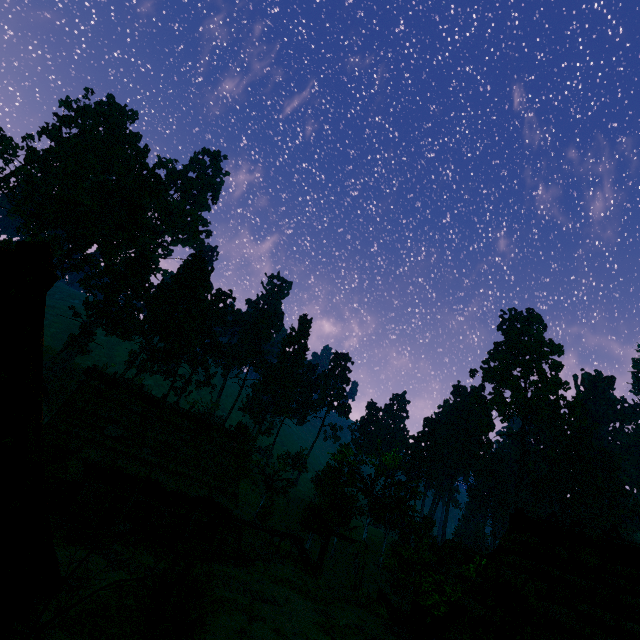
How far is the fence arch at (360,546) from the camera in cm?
2811

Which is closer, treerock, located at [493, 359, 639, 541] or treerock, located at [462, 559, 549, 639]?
treerock, located at [462, 559, 549, 639]

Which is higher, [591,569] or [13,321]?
[591,569]

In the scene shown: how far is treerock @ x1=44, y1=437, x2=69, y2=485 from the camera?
16.0m

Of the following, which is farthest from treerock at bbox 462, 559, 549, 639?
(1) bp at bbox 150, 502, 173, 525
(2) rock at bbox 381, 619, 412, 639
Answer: (1) bp at bbox 150, 502, 173, 525

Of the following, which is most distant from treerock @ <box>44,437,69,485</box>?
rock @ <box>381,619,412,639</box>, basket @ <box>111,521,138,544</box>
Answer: basket @ <box>111,521,138,544</box>

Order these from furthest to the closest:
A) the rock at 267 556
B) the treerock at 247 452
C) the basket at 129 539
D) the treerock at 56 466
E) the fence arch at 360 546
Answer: the treerock at 247 452 → the fence arch at 360 546 → the rock at 267 556 → the basket at 129 539 → the treerock at 56 466

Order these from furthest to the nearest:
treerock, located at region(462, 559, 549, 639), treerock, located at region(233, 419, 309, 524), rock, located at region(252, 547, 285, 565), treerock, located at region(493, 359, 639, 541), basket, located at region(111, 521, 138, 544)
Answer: treerock, located at region(493, 359, 639, 541) → treerock, located at region(233, 419, 309, 524) → rock, located at region(252, 547, 285, 565) → basket, located at region(111, 521, 138, 544) → treerock, located at region(462, 559, 549, 639)
